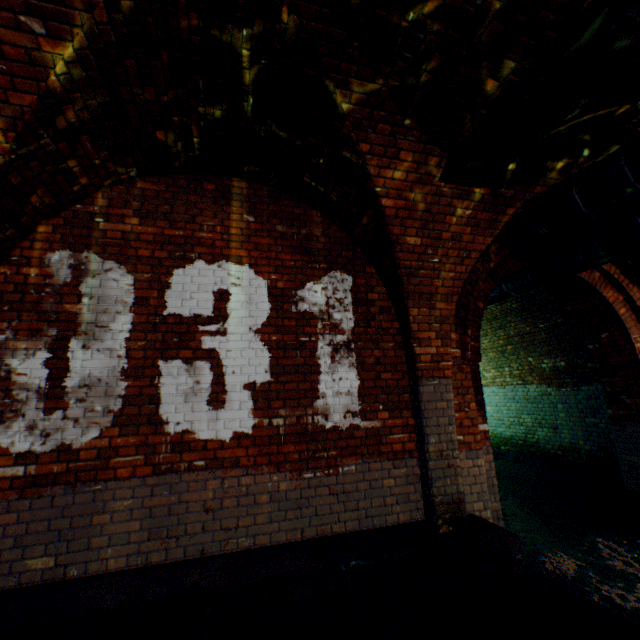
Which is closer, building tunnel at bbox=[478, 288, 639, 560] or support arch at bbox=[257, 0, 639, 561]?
support arch at bbox=[257, 0, 639, 561]

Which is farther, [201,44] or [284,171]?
[284,171]

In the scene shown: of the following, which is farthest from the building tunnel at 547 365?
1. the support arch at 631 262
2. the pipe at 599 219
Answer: the support arch at 631 262

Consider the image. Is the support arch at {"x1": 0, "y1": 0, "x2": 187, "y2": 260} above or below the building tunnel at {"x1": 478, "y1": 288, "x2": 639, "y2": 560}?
above

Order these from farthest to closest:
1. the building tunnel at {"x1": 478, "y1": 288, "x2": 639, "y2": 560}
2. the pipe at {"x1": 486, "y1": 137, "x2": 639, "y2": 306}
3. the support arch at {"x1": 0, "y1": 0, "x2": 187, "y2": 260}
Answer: the building tunnel at {"x1": 478, "y1": 288, "x2": 639, "y2": 560} < the pipe at {"x1": 486, "y1": 137, "x2": 639, "y2": 306} < the support arch at {"x1": 0, "y1": 0, "x2": 187, "y2": 260}

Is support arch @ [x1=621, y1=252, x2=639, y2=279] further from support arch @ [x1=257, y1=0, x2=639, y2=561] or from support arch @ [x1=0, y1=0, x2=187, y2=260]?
support arch @ [x1=0, y1=0, x2=187, y2=260]

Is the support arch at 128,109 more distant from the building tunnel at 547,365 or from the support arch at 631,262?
the support arch at 631,262

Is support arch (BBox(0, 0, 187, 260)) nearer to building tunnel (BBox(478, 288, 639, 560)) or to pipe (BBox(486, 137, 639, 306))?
building tunnel (BBox(478, 288, 639, 560))
